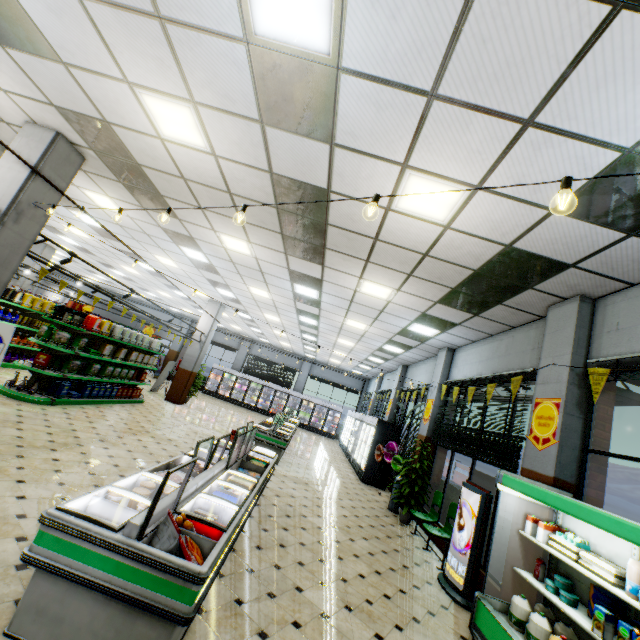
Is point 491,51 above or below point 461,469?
above

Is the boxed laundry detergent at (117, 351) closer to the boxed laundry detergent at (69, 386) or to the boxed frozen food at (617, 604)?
the boxed laundry detergent at (69, 386)

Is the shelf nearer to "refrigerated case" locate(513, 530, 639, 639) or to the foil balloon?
the foil balloon

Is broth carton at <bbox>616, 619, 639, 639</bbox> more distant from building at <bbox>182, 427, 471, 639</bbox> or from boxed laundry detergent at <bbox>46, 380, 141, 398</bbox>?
boxed laundry detergent at <bbox>46, 380, 141, 398</bbox>

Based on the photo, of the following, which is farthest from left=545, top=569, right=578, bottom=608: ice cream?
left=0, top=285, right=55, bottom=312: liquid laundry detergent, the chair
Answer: left=0, top=285, right=55, bottom=312: liquid laundry detergent

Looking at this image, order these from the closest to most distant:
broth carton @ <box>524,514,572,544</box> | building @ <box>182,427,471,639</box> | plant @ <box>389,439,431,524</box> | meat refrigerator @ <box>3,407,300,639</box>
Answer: meat refrigerator @ <box>3,407,300,639</box>, building @ <box>182,427,471,639</box>, broth carton @ <box>524,514,572,544</box>, plant @ <box>389,439,431,524</box>

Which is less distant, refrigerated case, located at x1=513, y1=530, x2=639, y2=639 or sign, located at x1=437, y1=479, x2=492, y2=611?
refrigerated case, located at x1=513, y1=530, x2=639, y2=639

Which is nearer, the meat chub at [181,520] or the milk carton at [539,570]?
the meat chub at [181,520]
